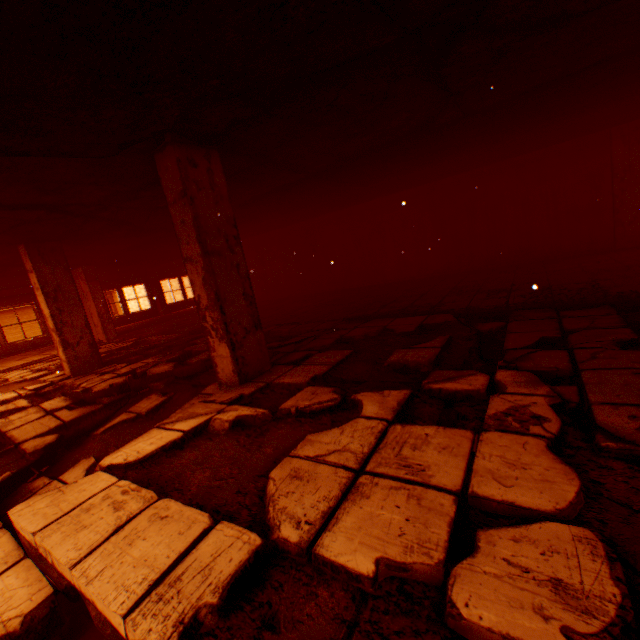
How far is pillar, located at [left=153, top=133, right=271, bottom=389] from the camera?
3.4 meters

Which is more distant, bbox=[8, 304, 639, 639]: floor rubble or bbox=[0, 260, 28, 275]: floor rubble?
bbox=[0, 260, 28, 275]: floor rubble

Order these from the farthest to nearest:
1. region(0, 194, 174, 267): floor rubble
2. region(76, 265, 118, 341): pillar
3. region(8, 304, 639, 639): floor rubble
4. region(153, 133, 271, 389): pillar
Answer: region(76, 265, 118, 341): pillar, region(0, 194, 174, 267): floor rubble, region(153, 133, 271, 389): pillar, region(8, 304, 639, 639): floor rubble

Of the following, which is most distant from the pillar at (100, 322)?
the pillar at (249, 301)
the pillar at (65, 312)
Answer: the pillar at (249, 301)

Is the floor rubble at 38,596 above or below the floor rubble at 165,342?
below

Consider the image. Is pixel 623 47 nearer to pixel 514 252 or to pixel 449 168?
pixel 449 168

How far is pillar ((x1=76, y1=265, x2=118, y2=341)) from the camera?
11.24m

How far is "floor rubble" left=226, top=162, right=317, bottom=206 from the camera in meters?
4.9 m
